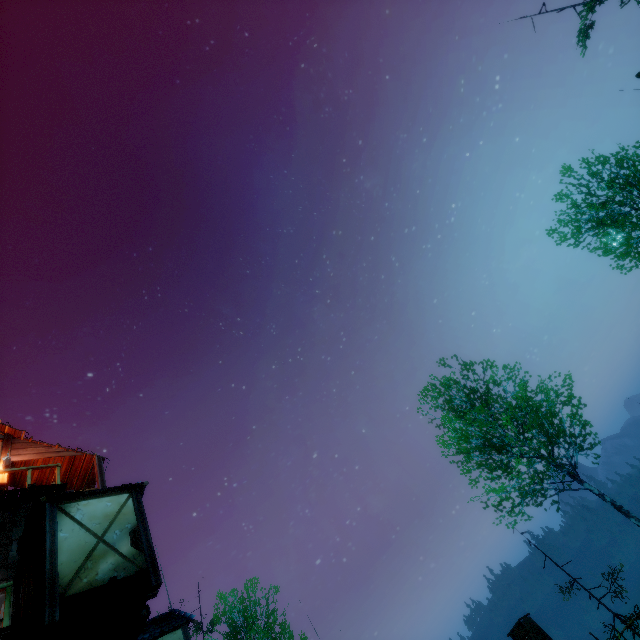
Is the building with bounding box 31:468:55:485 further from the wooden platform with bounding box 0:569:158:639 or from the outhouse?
the outhouse

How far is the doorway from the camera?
7.3 meters

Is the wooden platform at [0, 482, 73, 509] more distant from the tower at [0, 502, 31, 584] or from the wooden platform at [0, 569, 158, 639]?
the wooden platform at [0, 569, 158, 639]

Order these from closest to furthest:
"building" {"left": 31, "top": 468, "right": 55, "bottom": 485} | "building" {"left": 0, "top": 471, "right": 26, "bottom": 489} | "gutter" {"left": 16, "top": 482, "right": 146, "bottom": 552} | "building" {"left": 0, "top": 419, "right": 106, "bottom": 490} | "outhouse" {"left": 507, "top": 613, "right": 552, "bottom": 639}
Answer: "gutter" {"left": 16, "top": 482, "right": 146, "bottom": 552} → "building" {"left": 0, "top": 471, "right": 26, "bottom": 489} → "building" {"left": 0, "top": 419, "right": 106, "bottom": 490} → "building" {"left": 31, "top": 468, "right": 55, "bottom": 485} → "outhouse" {"left": 507, "top": 613, "right": 552, "bottom": 639}

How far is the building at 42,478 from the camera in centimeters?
1368cm

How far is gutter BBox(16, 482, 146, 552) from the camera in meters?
8.7 m

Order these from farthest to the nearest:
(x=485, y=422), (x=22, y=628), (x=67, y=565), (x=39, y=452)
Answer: (x=485, y=422), (x=39, y=452), (x=67, y=565), (x=22, y=628)

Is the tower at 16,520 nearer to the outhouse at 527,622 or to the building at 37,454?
the building at 37,454
